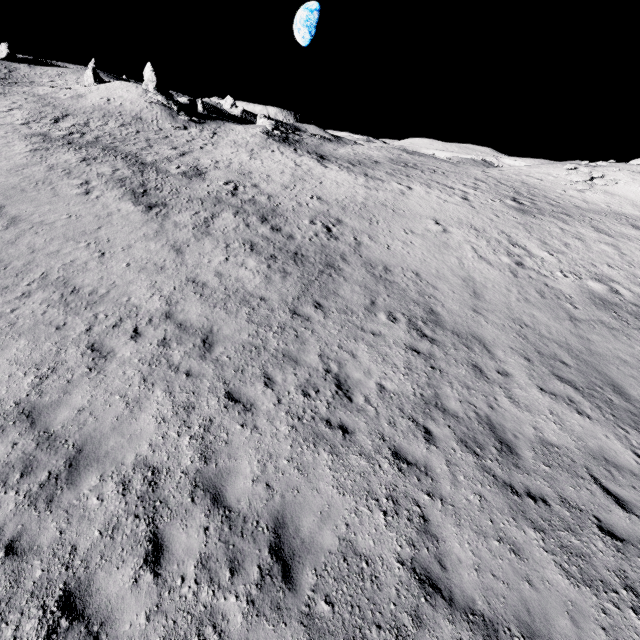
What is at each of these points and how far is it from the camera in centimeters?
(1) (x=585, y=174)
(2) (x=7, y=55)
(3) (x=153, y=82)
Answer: (1) stone, 3117cm
(2) stone, 4897cm
(3) stone, 4016cm

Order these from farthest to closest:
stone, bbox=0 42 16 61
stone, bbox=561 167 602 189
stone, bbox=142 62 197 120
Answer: stone, bbox=0 42 16 61 → stone, bbox=142 62 197 120 → stone, bbox=561 167 602 189

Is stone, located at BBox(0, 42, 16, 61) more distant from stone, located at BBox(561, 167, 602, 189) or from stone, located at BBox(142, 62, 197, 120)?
stone, located at BBox(561, 167, 602, 189)

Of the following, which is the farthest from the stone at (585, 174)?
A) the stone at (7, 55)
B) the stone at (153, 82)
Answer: the stone at (7, 55)

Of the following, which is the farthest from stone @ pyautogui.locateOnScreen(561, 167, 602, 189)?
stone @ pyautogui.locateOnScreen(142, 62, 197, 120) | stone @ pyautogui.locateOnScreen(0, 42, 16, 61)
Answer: stone @ pyautogui.locateOnScreen(0, 42, 16, 61)

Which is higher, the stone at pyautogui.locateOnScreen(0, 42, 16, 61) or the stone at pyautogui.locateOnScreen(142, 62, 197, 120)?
the stone at pyautogui.locateOnScreen(0, 42, 16, 61)

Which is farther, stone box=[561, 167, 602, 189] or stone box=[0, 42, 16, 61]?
stone box=[0, 42, 16, 61]
